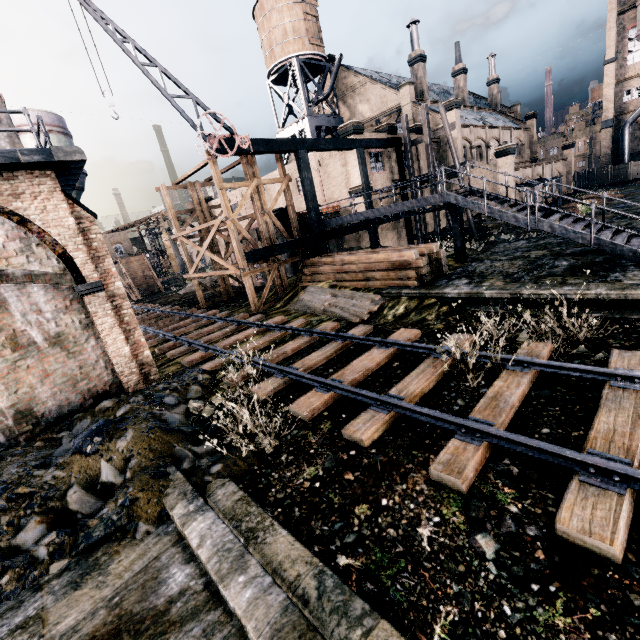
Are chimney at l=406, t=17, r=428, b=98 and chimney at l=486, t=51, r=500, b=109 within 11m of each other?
no

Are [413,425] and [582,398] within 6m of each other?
yes

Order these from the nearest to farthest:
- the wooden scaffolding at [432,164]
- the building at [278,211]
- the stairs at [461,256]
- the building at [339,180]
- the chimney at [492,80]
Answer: the stairs at [461,256] < the wooden scaffolding at [432,164] < the building at [278,211] < the building at [339,180] < the chimney at [492,80]

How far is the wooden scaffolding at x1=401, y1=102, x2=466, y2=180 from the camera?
23.8m

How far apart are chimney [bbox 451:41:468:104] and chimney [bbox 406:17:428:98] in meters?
9.5

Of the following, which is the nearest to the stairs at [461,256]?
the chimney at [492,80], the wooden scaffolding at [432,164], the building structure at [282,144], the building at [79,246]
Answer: the building structure at [282,144]

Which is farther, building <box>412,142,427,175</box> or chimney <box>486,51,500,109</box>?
chimney <box>486,51,500,109</box>

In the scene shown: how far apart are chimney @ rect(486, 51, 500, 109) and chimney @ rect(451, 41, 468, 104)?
10.8m
